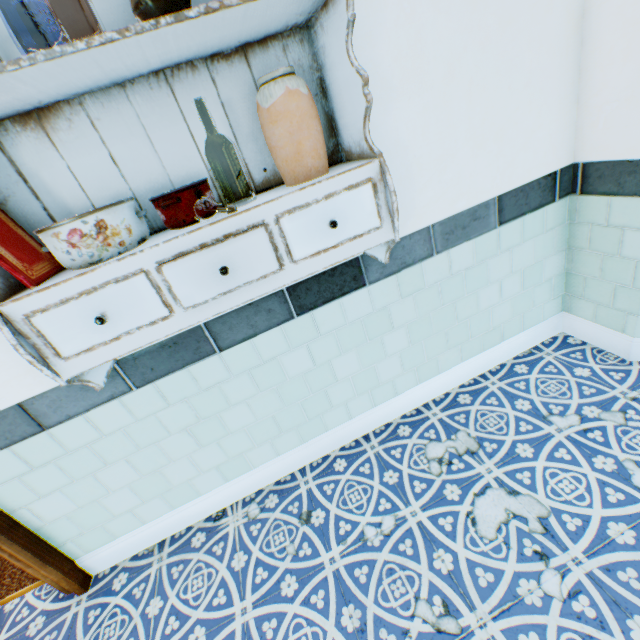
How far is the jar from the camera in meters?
1.0 m

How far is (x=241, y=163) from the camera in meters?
1.2

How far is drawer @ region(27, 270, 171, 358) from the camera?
0.94m

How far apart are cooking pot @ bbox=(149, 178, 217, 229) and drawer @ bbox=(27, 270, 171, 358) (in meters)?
0.10

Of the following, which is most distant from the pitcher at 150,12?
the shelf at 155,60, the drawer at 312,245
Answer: the drawer at 312,245

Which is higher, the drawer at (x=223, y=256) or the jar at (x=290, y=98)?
the jar at (x=290, y=98)

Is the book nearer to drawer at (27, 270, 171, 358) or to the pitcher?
drawer at (27, 270, 171, 358)
